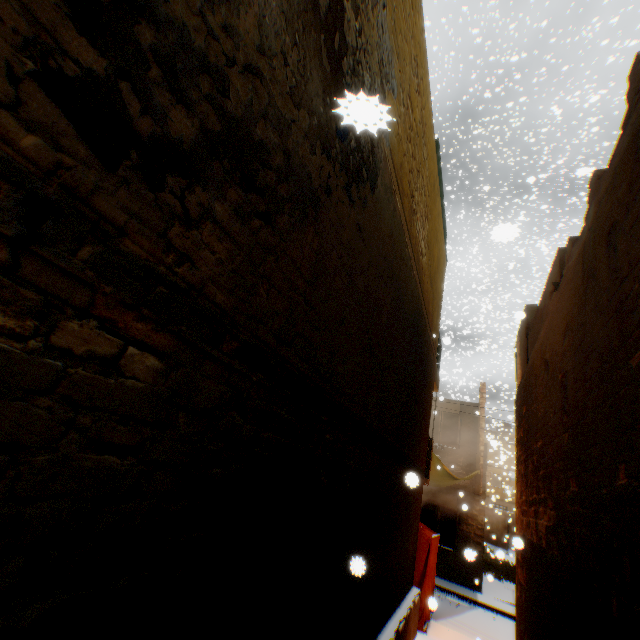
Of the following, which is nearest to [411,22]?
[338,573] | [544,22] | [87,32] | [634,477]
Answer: [87,32]

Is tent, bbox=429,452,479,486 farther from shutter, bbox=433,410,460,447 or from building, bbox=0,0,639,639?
shutter, bbox=433,410,460,447

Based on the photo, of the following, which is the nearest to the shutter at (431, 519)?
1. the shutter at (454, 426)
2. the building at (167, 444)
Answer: the building at (167, 444)

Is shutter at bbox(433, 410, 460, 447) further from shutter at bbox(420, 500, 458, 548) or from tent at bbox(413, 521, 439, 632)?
shutter at bbox(420, 500, 458, 548)

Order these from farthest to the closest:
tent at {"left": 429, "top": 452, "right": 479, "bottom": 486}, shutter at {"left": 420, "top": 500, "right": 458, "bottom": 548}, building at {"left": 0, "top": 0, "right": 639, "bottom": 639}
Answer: shutter at {"left": 420, "top": 500, "right": 458, "bottom": 548}
tent at {"left": 429, "top": 452, "right": 479, "bottom": 486}
building at {"left": 0, "top": 0, "right": 639, "bottom": 639}

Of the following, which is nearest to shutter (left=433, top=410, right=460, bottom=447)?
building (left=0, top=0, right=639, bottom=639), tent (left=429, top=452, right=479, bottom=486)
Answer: building (left=0, top=0, right=639, bottom=639)

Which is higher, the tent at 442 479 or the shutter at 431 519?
the tent at 442 479

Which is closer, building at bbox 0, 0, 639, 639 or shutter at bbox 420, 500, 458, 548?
building at bbox 0, 0, 639, 639
